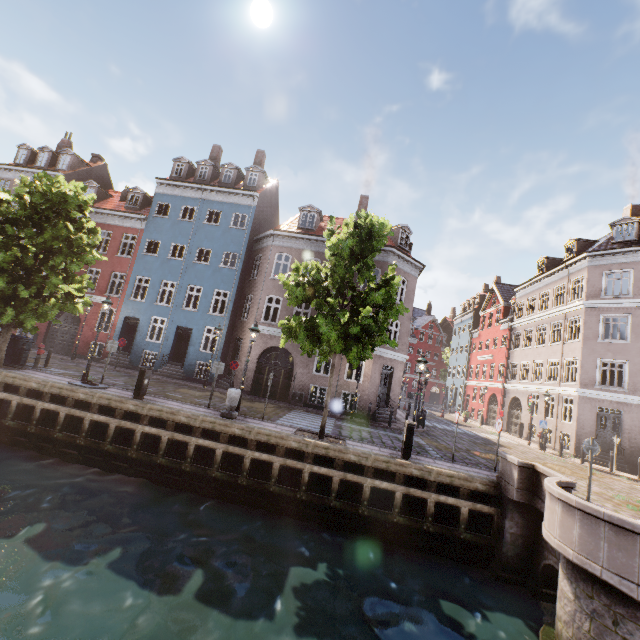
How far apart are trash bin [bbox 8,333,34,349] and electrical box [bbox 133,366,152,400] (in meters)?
→ 7.84

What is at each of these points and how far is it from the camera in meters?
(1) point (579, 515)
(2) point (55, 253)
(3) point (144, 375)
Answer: (1) bridge, 6.1 m
(2) tree, 14.0 m
(3) electrical box, 12.1 m

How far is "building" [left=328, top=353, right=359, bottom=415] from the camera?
19.6m

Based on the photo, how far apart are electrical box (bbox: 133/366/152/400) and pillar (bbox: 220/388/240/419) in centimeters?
304cm

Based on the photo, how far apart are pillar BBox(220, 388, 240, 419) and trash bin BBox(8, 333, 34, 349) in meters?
11.0

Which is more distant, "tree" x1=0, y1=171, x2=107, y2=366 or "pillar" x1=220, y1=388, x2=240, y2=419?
"tree" x1=0, y1=171, x2=107, y2=366

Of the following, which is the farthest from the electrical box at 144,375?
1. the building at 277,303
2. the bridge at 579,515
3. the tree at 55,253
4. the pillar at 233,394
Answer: the bridge at 579,515

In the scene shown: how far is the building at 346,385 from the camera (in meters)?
19.61
